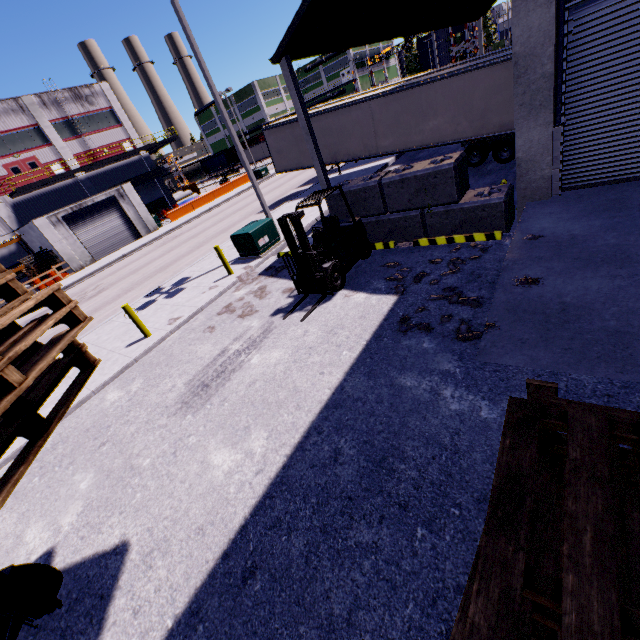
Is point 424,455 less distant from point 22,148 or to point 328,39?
point 328,39

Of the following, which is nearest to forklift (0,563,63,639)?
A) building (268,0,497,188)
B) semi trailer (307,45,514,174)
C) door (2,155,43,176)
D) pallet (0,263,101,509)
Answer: pallet (0,263,101,509)

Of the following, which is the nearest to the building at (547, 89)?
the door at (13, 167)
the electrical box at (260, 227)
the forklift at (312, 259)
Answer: the door at (13, 167)

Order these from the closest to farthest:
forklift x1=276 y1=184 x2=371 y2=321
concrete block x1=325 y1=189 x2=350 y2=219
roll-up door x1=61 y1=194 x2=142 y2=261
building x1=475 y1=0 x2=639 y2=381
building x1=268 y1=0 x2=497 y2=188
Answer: building x1=475 y1=0 x2=639 y2=381
forklift x1=276 y1=184 x2=371 y2=321
building x1=268 y1=0 x2=497 y2=188
concrete block x1=325 y1=189 x2=350 y2=219
roll-up door x1=61 y1=194 x2=142 y2=261

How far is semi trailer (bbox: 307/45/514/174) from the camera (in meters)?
13.41

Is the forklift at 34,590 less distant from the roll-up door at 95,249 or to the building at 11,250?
the roll-up door at 95,249

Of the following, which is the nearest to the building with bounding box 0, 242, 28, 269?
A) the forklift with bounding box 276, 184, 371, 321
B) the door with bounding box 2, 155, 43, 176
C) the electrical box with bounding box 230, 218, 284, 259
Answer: the door with bounding box 2, 155, 43, 176
